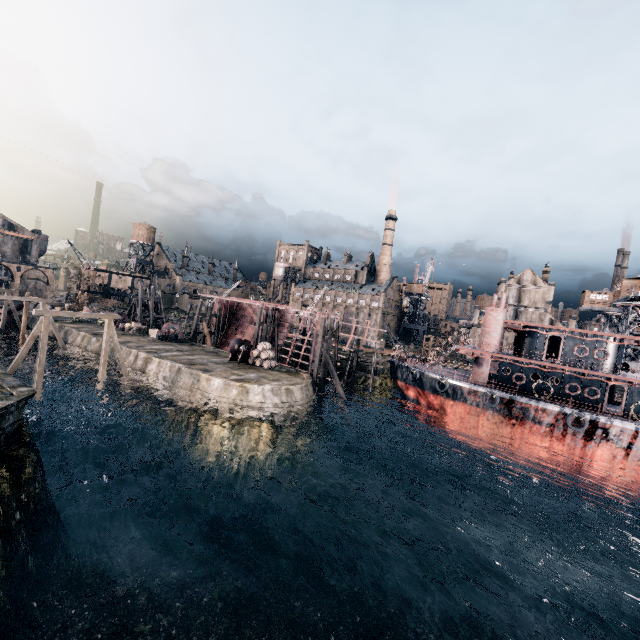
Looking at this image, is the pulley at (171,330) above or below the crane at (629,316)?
below

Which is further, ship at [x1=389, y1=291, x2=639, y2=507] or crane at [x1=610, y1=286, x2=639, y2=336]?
crane at [x1=610, y1=286, x2=639, y2=336]

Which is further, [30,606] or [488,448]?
[488,448]

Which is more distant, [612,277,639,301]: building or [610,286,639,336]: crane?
[612,277,639,301]: building

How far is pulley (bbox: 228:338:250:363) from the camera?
35.17m

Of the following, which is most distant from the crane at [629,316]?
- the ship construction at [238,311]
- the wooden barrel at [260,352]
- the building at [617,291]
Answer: the wooden barrel at [260,352]

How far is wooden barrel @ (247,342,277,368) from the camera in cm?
3400

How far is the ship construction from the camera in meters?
43.1
